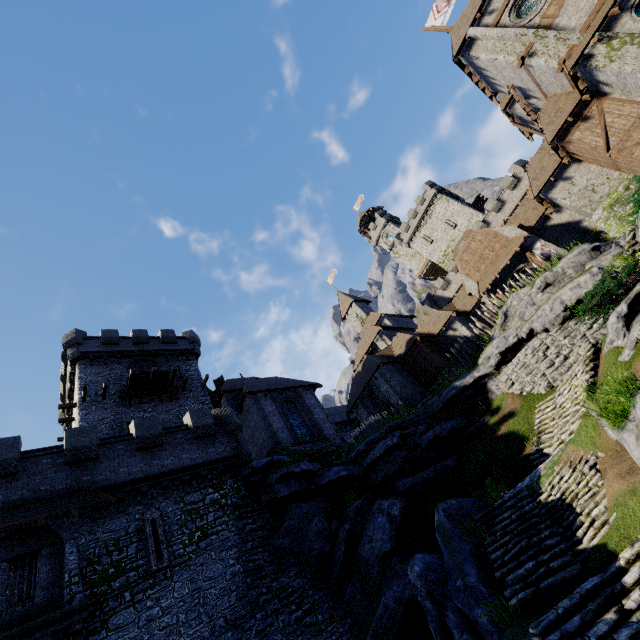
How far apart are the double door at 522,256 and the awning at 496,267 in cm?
45

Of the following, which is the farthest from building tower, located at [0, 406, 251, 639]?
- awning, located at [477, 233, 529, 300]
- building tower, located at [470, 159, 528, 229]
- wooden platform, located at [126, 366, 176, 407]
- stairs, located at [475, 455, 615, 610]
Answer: building tower, located at [470, 159, 528, 229]

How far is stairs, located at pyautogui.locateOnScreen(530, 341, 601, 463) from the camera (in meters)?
11.84

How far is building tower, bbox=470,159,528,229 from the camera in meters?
39.4

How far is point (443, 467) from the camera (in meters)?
17.77

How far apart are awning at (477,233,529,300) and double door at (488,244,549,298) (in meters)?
0.45

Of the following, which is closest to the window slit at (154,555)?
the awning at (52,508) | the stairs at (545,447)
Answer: the awning at (52,508)

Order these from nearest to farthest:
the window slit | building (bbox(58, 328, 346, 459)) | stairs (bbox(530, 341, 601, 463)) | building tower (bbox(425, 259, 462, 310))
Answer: stairs (bbox(530, 341, 601, 463)), the window slit, building (bbox(58, 328, 346, 459)), building tower (bbox(425, 259, 462, 310))
